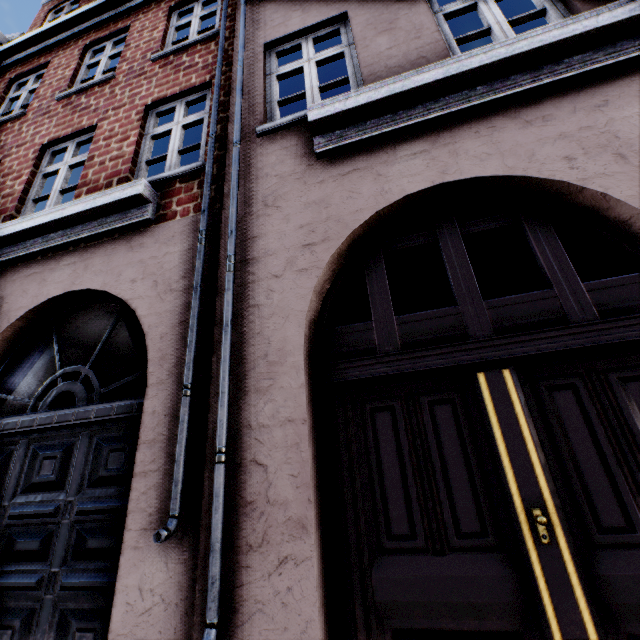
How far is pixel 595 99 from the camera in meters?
2.5 m
